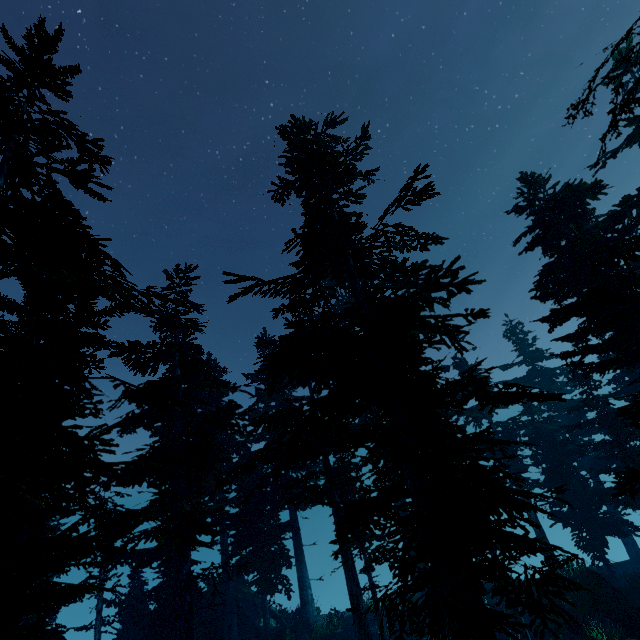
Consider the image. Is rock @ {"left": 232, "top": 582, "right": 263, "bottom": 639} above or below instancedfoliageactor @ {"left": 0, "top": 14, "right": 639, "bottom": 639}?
below

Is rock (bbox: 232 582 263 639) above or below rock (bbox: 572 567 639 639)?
above

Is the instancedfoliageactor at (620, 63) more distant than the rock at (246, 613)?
No

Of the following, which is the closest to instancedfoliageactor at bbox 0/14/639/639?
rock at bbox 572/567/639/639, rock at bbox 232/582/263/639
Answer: rock at bbox 232/582/263/639

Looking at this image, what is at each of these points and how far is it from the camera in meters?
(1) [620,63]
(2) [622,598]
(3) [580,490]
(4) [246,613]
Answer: (1) instancedfoliageactor, 6.4
(2) rock, 16.7
(3) instancedfoliageactor, 22.2
(4) rock, 22.6

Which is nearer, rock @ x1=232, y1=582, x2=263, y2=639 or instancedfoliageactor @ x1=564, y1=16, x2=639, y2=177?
instancedfoliageactor @ x1=564, y1=16, x2=639, y2=177

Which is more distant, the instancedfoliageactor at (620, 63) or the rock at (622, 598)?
the rock at (622, 598)

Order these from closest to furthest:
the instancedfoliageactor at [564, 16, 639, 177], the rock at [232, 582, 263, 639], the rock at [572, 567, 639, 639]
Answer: the instancedfoliageactor at [564, 16, 639, 177], the rock at [572, 567, 639, 639], the rock at [232, 582, 263, 639]
